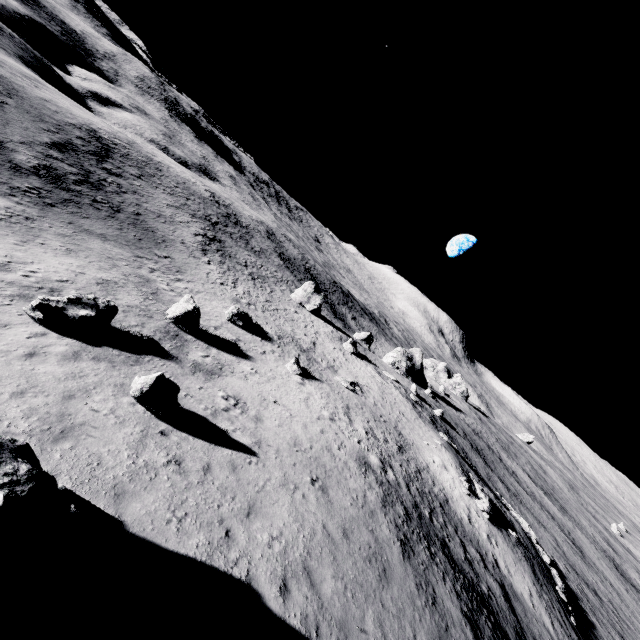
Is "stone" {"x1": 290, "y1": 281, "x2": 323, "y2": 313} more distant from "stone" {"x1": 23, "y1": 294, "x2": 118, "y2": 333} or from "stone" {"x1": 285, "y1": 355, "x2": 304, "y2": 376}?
"stone" {"x1": 23, "y1": 294, "x2": 118, "y2": 333}

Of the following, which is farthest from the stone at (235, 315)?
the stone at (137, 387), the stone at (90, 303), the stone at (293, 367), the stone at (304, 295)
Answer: the stone at (304, 295)

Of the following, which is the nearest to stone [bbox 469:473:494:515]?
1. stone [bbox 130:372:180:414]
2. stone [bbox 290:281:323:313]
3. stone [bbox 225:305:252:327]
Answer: stone [bbox 225:305:252:327]

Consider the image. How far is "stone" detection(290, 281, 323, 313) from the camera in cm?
5816

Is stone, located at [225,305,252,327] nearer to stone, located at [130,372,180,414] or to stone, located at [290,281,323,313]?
stone, located at [130,372,180,414]

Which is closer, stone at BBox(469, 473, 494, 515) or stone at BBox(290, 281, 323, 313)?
stone at BBox(469, 473, 494, 515)

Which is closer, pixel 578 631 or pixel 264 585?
pixel 264 585

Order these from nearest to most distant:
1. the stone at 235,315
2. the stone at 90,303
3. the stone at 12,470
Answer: the stone at 12,470, the stone at 90,303, the stone at 235,315
